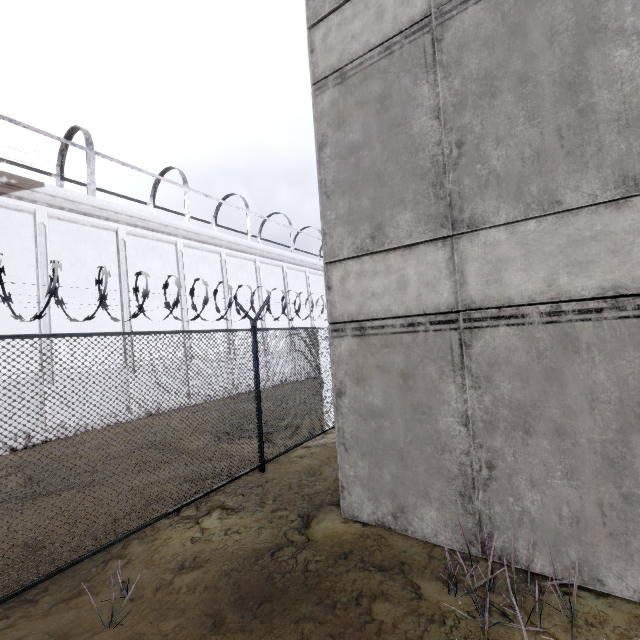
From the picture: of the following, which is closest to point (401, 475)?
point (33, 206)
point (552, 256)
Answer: point (552, 256)
